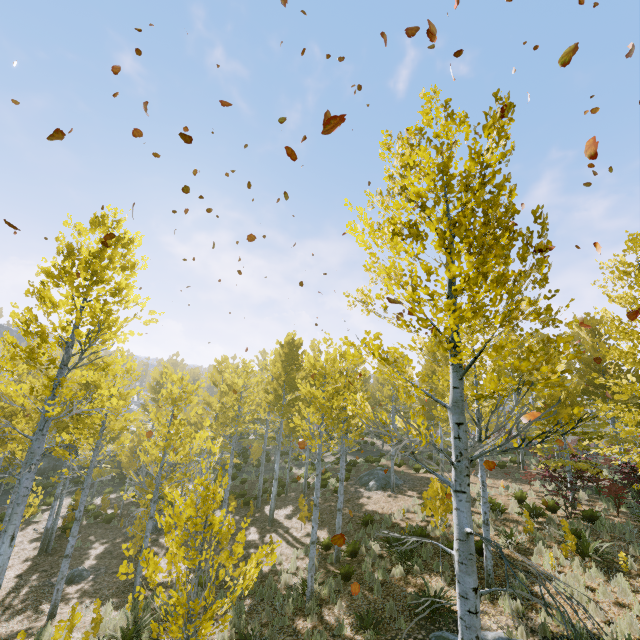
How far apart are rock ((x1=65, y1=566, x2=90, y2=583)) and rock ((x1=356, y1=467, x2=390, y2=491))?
13.6m

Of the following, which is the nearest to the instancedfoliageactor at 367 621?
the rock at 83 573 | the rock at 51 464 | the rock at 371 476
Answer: the rock at 51 464

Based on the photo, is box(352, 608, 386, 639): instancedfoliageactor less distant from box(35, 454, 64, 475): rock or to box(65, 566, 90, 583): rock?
box(35, 454, 64, 475): rock

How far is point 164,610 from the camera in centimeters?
921cm

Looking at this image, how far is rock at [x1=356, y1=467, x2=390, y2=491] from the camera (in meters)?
19.55

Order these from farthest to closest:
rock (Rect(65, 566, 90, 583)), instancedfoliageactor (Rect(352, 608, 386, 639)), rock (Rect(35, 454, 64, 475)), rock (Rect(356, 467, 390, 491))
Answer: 1. rock (Rect(35, 454, 64, 475))
2. rock (Rect(356, 467, 390, 491))
3. rock (Rect(65, 566, 90, 583))
4. instancedfoliageactor (Rect(352, 608, 386, 639))

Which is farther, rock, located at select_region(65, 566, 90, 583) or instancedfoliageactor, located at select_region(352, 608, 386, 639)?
rock, located at select_region(65, 566, 90, 583)
